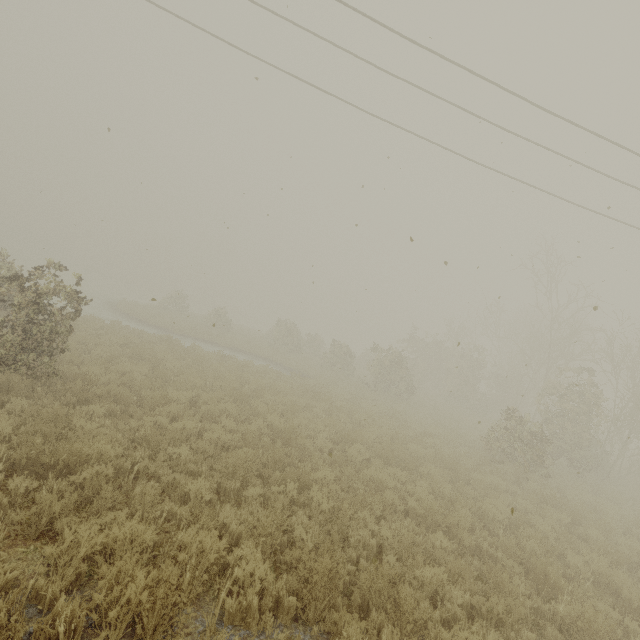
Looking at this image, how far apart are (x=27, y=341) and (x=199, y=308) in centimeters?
5137cm
